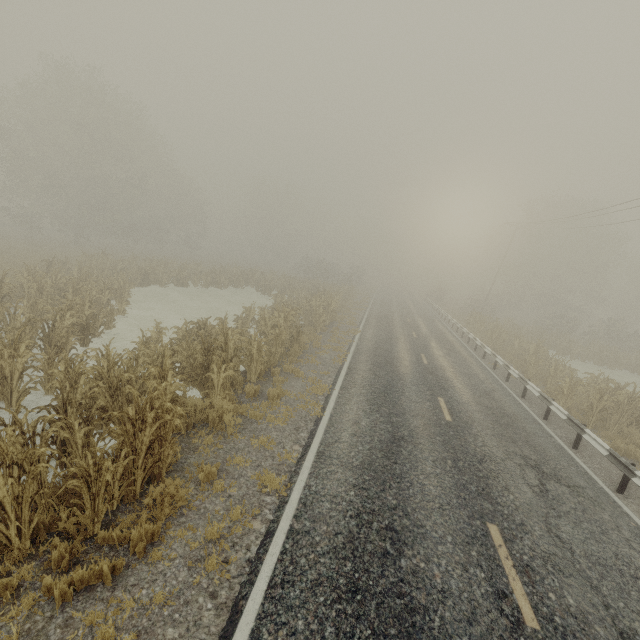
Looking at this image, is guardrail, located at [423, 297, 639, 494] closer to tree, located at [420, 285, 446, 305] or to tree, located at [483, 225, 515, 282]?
tree, located at [420, 285, 446, 305]

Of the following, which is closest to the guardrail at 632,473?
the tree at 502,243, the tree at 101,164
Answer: the tree at 101,164

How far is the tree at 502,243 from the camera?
55.8 meters

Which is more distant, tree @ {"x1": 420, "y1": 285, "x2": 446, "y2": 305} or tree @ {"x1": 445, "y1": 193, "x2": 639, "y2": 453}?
tree @ {"x1": 420, "y1": 285, "x2": 446, "y2": 305}

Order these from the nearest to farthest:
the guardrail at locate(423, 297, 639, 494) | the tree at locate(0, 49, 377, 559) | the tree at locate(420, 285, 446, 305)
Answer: the tree at locate(0, 49, 377, 559), the guardrail at locate(423, 297, 639, 494), the tree at locate(420, 285, 446, 305)

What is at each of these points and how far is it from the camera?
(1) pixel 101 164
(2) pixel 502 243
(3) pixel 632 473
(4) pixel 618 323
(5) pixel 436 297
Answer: (1) tree, 32.94m
(2) tree, 57.28m
(3) guardrail, 7.73m
(4) tree, 31.02m
(5) tree, 50.00m

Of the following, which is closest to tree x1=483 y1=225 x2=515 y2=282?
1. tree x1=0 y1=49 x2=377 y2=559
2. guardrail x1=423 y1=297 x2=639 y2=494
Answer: guardrail x1=423 y1=297 x2=639 y2=494
